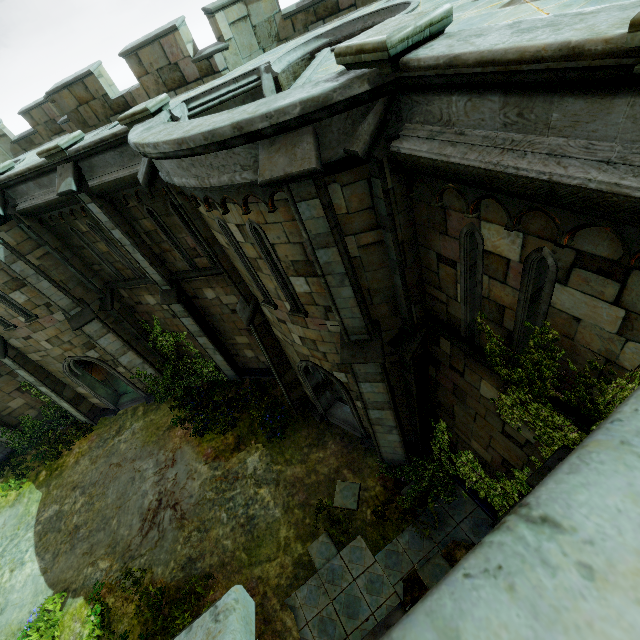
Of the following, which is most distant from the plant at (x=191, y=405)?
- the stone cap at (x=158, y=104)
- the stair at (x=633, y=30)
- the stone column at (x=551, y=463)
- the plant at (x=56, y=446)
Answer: the stair at (x=633, y=30)

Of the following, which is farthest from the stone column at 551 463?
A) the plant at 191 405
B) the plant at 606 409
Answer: the plant at 191 405

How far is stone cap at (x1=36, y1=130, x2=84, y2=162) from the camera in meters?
8.4

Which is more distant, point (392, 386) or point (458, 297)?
point (392, 386)

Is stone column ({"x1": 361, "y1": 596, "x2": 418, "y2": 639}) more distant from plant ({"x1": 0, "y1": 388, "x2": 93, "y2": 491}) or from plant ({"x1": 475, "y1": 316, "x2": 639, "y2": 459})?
plant ({"x1": 0, "y1": 388, "x2": 93, "y2": 491})

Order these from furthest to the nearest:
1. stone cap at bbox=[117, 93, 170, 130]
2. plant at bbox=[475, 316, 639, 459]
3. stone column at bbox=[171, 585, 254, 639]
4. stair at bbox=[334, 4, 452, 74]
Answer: stone cap at bbox=[117, 93, 170, 130] → plant at bbox=[475, 316, 639, 459] → stair at bbox=[334, 4, 452, 74] → stone column at bbox=[171, 585, 254, 639]

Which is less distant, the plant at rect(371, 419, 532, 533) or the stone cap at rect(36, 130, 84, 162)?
the plant at rect(371, 419, 532, 533)

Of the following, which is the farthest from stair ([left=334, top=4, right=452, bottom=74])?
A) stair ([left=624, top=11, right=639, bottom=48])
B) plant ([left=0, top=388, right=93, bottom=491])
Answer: plant ([left=0, top=388, right=93, bottom=491])
